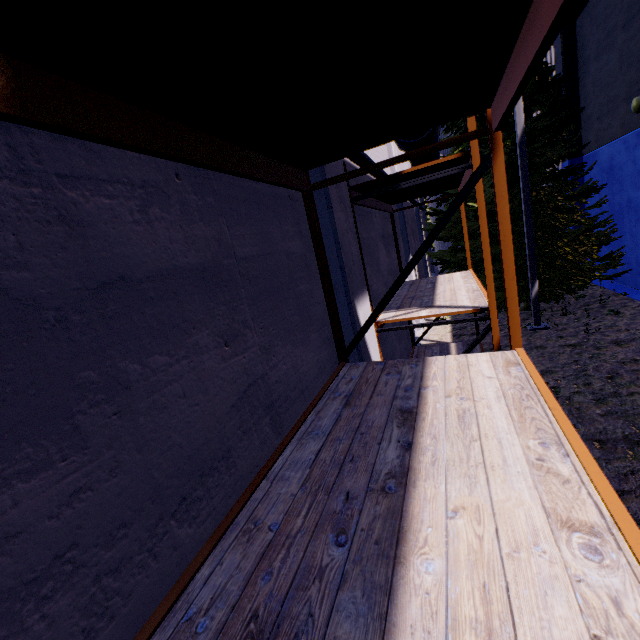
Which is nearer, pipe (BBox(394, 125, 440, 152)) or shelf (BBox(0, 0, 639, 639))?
shelf (BBox(0, 0, 639, 639))

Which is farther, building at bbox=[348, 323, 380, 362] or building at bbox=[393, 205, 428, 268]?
building at bbox=[393, 205, 428, 268]

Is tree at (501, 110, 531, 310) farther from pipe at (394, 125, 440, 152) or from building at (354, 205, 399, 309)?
pipe at (394, 125, 440, 152)

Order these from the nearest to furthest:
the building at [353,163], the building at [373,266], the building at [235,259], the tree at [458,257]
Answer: the building at [235,259], the building at [353,163], the building at [373,266], the tree at [458,257]

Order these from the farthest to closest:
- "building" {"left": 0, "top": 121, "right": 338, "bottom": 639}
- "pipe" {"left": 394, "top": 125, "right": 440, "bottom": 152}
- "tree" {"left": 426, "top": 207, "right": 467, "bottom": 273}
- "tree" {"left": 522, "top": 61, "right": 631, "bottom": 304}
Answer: "tree" {"left": 426, "top": 207, "right": 467, "bottom": 273} → "tree" {"left": 522, "top": 61, "right": 631, "bottom": 304} → "pipe" {"left": 394, "top": 125, "right": 440, "bottom": 152} → "building" {"left": 0, "top": 121, "right": 338, "bottom": 639}

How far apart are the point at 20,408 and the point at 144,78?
1.4 meters

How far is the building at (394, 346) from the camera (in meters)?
6.35
